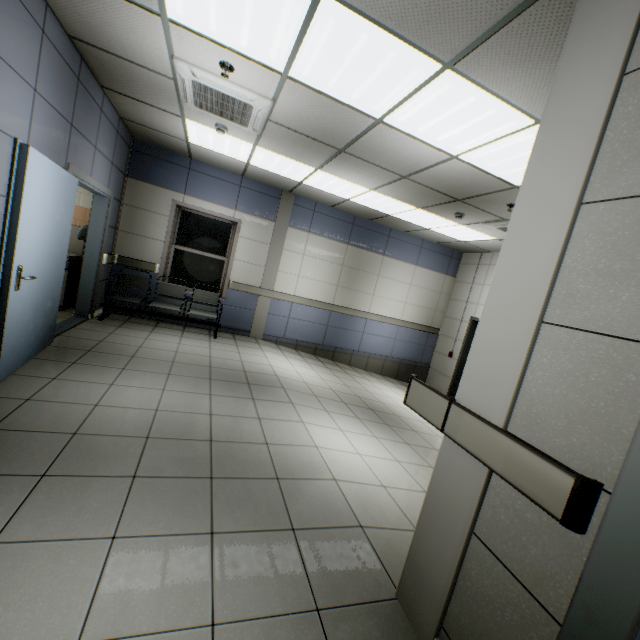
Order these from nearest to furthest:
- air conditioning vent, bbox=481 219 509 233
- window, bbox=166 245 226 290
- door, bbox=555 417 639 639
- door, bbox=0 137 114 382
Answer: door, bbox=555 417 639 639, door, bbox=0 137 114 382, air conditioning vent, bbox=481 219 509 233, window, bbox=166 245 226 290

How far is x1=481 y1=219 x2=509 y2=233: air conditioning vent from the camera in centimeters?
527cm

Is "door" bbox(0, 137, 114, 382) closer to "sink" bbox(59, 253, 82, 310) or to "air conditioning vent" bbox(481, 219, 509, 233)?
"sink" bbox(59, 253, 82, 310)

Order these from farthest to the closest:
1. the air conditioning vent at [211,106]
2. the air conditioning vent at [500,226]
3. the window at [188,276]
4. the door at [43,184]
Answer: the window at [188,276] < the air conditioning vent at [500,226] < the air conditioning vent at [211,106] < the door at [43,184]

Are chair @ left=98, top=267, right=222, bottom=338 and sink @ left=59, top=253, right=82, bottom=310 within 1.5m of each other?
yes

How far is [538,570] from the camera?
1.2 meters

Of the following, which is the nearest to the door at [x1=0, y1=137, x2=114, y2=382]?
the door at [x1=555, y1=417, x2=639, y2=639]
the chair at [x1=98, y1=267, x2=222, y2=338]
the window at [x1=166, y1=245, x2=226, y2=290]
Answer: the chair at [x1=98, y1=267, x2=222, y2=338]

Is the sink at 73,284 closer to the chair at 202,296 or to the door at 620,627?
the chair at 202,296
